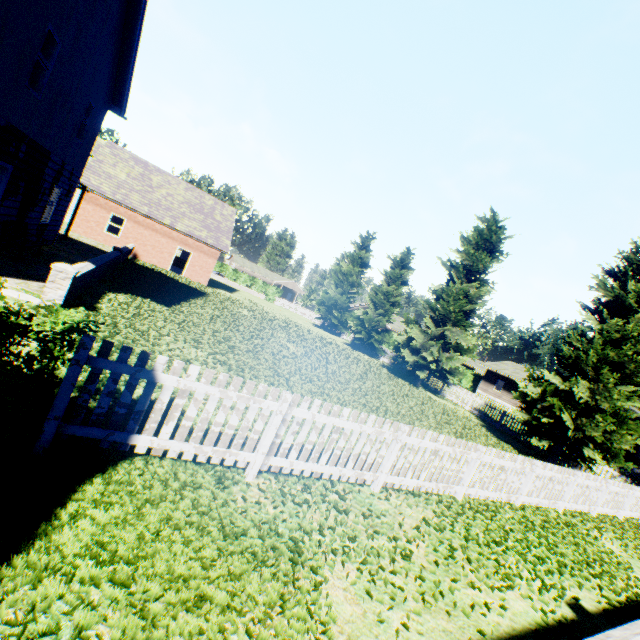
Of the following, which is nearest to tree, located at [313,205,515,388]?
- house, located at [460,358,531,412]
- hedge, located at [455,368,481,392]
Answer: hedge, located at [455,368,481,392]

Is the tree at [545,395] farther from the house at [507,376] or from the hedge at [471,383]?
the house at [507,376]

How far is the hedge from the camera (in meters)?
45.75

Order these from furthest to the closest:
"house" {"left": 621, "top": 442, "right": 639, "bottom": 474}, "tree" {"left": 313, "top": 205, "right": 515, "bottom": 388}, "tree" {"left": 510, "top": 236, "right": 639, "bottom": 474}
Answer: "house" {"left": 621, "top": 442, "right": 639, "bottom": 474} → "tree" {"left": 313, "top": 205, "right": 515, "bottom": 388} → "tree" {"left": 510, "top": 236, "right": 639, "bottom": 474}

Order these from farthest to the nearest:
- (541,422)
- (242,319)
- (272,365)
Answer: (242,319), (541,422), (272,365)
